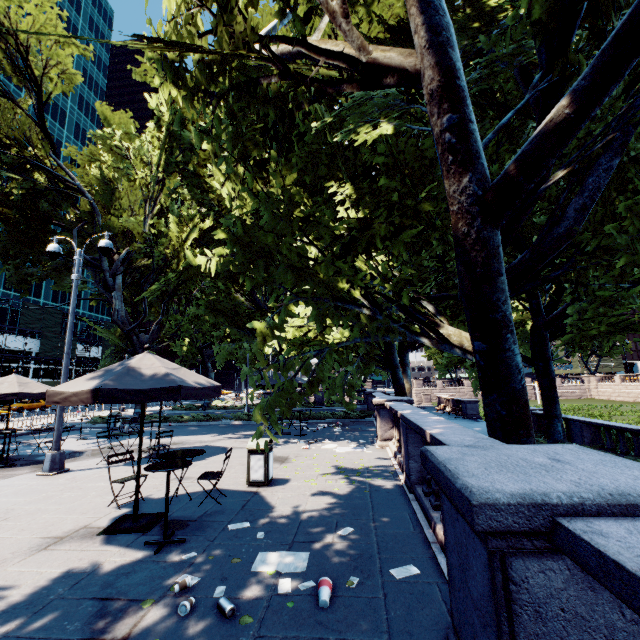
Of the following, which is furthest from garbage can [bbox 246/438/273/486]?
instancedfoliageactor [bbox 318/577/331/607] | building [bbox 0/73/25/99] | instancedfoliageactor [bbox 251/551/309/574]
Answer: building [bbox 0/73/25/99]

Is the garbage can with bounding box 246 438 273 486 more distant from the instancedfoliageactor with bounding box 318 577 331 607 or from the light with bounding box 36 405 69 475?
the light with bounding box 36 405 69 475

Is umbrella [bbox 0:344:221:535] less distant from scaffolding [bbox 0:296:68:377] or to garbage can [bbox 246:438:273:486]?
garbage can [bbox 246:438:273:486]

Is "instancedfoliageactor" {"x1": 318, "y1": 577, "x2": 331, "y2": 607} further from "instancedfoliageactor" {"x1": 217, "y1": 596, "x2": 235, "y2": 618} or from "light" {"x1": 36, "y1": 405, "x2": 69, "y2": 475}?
"light" {"x1": 36, "y1": 405, "x2": 69, "y2": 475}

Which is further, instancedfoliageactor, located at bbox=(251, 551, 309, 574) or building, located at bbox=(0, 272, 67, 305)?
building, located at bbox=(0, 272, 67, 305)

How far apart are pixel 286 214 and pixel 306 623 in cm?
549

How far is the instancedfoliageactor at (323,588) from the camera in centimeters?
339cm

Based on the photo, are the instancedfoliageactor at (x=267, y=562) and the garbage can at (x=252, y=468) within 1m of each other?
no
